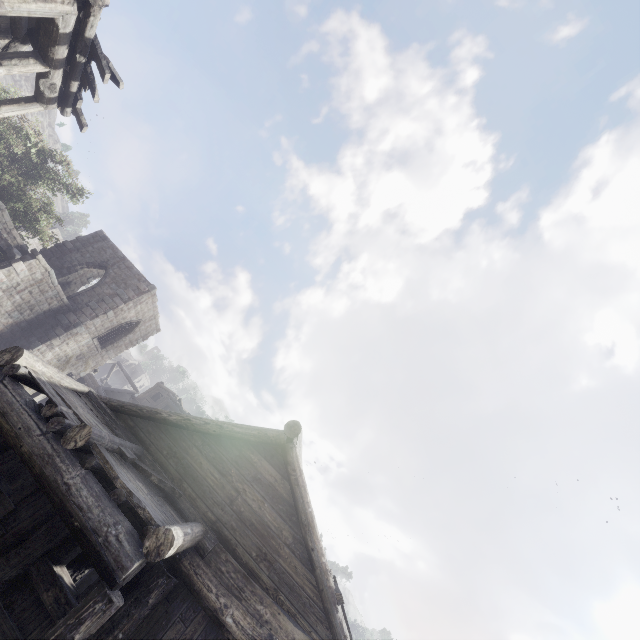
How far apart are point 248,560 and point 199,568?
0.94m

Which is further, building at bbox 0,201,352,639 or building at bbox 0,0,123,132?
building at bbox 0,0,123,132

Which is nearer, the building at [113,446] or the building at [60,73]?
the building at [113,446]
